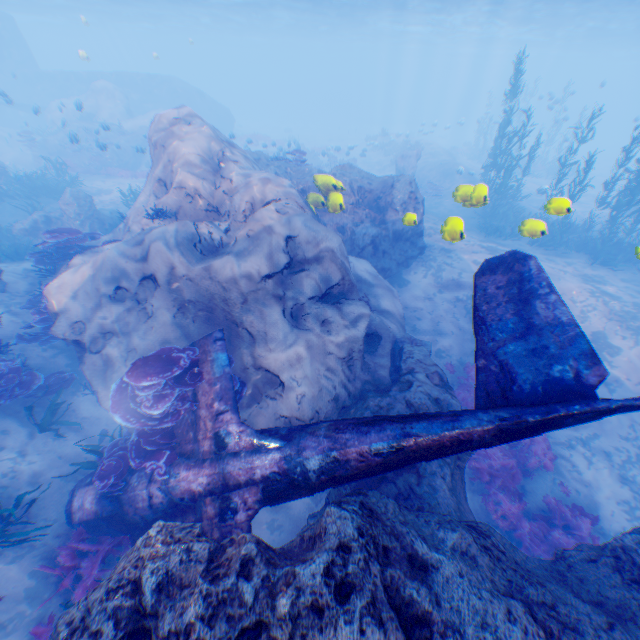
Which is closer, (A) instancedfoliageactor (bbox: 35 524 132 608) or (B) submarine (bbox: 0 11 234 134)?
(A) instancedfoliageactor (bbox: 35 524 132 608)

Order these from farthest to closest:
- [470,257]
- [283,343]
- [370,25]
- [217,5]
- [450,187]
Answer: [370,25] → [217,5] → [450,187] → [470,257] → [283,343]

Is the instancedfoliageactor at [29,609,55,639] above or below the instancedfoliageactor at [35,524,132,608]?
above

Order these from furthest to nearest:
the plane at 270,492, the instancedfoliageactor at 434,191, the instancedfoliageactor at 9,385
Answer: the instancedfoliageactor at 434,191 → the instancedfoliageactor at 9,385 → the plane at 270,492

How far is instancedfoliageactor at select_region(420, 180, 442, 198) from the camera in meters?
22.5

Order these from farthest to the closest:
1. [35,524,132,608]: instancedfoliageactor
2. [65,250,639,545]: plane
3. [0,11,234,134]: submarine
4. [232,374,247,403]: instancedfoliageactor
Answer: [0,11,234,134]: submarine
[232,374,247,403]: instancedfoliageactor
[35,524,132,608]: instancedfoliageactor
[65,250,639,545]: plane

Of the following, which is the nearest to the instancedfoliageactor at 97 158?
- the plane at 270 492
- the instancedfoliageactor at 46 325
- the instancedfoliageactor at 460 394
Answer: the plane at 270 492

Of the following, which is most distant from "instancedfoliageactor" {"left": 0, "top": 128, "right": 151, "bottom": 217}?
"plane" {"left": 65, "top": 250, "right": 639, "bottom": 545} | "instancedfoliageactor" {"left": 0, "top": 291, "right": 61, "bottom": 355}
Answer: "instancedfoliageactor" {"left": 0, "top": 291, "right": 61, "bottom": 355}
